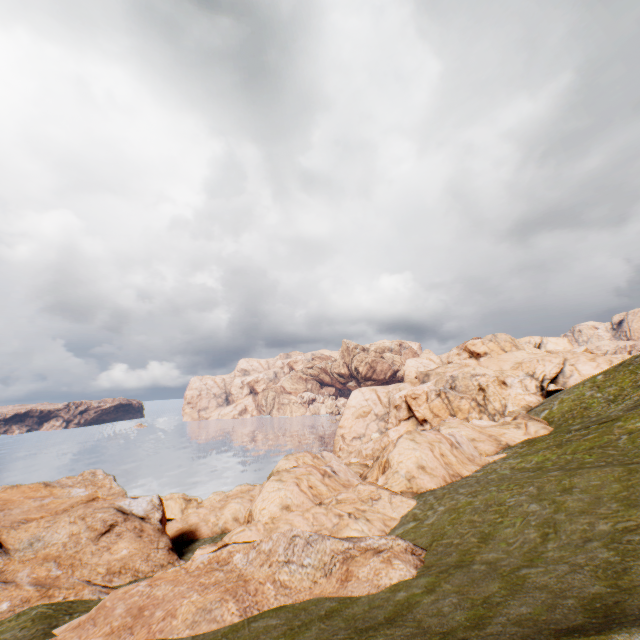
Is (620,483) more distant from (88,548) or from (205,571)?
(88,548)
